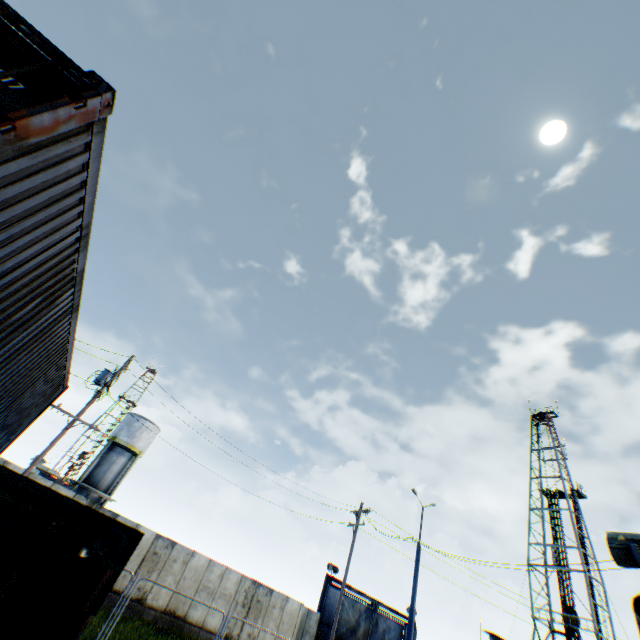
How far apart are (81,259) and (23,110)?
3.1m

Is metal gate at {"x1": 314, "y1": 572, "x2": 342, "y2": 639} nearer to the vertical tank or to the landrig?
the landrig

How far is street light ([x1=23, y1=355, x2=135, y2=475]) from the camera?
13.8m

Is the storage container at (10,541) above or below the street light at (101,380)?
below

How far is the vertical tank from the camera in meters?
31.1 m

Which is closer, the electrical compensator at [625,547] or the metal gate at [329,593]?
the electrical compensator at [625,547]

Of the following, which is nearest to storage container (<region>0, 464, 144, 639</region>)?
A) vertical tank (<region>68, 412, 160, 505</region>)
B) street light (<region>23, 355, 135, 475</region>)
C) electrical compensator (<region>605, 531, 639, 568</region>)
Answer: street light (<region>23, 355, 135, 475</region>)

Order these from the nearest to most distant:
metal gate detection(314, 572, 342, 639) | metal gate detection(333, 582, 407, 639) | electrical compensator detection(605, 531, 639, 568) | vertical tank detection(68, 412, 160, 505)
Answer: electrical compensator detection(605, 531, 639, 568) → metal gate detection(314, 572, 342, 639) → metal gate detection(333, 582, 407, 639) → vertical tank detection(68, 412, 160, 505)
